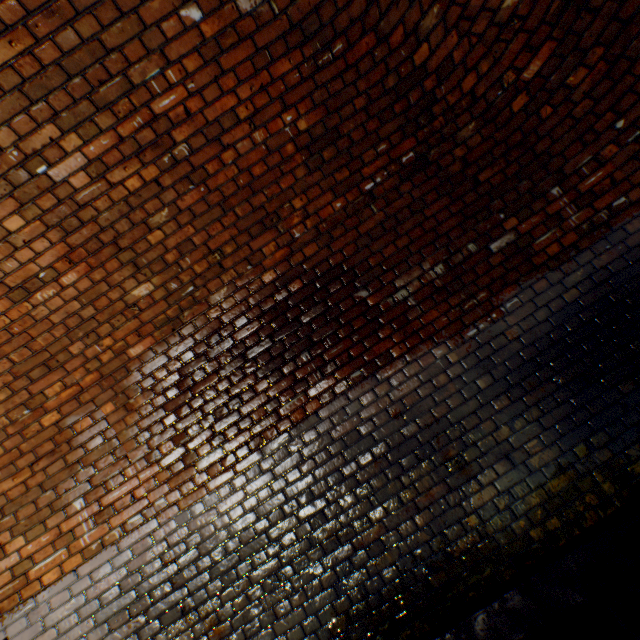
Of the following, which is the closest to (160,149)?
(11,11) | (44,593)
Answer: (11,11)
